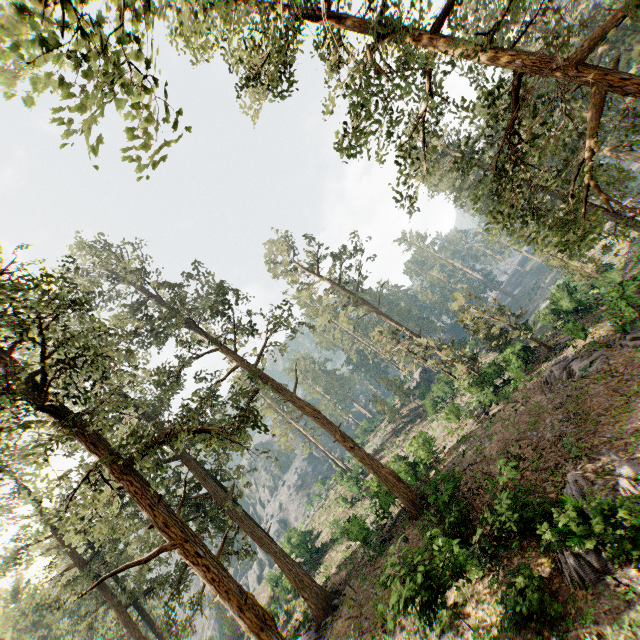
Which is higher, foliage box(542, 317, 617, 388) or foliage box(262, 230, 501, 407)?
foliage box(262, 230, 501, 407)

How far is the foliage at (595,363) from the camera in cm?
1964

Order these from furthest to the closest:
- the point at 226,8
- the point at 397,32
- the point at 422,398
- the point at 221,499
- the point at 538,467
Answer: the point at 422,398, the point at 221,499, the point at 538,467, the point at 226,8, the point at 397,32

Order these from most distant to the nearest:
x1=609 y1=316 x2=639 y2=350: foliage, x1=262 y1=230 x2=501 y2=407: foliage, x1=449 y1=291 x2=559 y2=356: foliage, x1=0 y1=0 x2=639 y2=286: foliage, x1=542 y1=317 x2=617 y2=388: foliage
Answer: x1=262 y1=230 x2=501 y2=407: foliage → x1=449 y1=291 x2=559 y2=356: foliage → x1=542 y1=317 x2=617 y2=388: foliage → x1=609 y1=316 x2=639 y2=350: foliage → x1=0 y1=0 x2=639 y2=286: foliage

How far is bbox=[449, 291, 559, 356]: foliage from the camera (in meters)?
26.64

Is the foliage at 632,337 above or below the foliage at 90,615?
below

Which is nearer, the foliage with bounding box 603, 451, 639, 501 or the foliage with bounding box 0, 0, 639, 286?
the foliage with bounding box 0, 0, 639, 286
